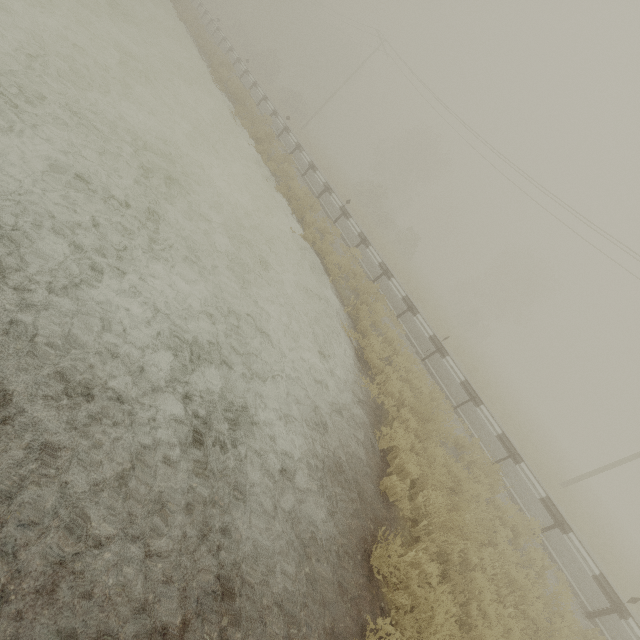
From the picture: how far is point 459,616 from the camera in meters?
4.6 m
